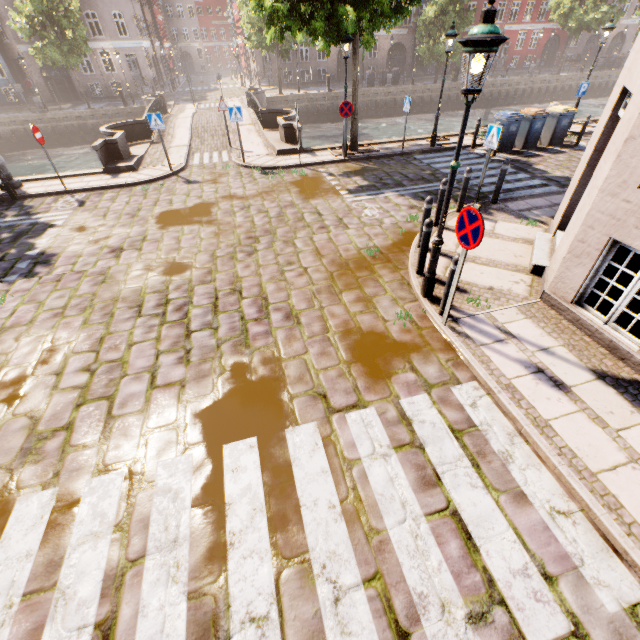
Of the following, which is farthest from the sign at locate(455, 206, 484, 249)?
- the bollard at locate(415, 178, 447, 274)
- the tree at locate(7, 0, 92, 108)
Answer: the tree at locate(7, 0, 92, 108)

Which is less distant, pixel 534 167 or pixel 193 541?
pixel 193 541

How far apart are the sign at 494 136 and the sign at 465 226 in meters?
5.2

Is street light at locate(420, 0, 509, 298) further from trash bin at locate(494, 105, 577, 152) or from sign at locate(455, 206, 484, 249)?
trash bin at locate(494, 105, 577, 152)

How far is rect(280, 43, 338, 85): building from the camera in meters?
35.7 m

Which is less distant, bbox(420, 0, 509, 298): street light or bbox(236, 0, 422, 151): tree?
bbox(420, 0, 509, 298): street light

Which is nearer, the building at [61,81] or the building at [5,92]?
the building at [61,81]

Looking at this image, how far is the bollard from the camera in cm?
583
